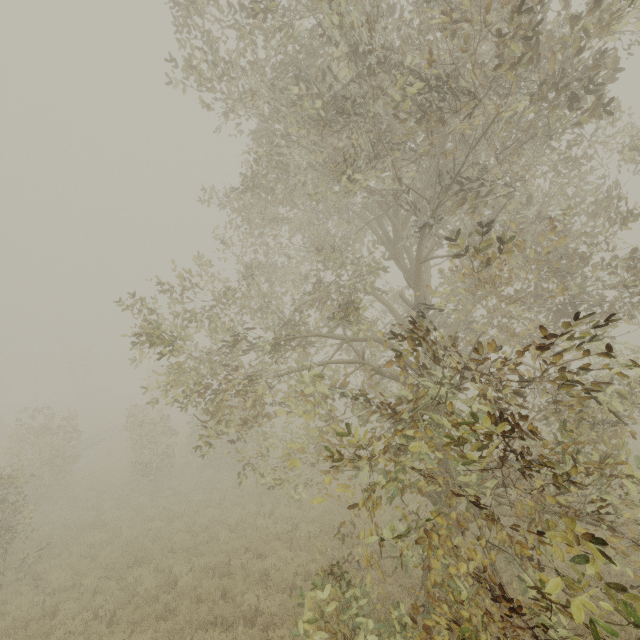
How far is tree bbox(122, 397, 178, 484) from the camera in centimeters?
1571cm

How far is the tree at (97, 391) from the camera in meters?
48.0 m

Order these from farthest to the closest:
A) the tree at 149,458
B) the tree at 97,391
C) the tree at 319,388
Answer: the tree at 97,391 → the tree at 149,458 → the tree at 319,388

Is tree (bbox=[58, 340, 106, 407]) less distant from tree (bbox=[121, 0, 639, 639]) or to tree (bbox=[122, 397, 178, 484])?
tree (bbox=[122, 397, 178, 484])

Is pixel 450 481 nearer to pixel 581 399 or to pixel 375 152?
pixel 581 399

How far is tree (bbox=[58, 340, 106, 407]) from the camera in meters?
48.0
